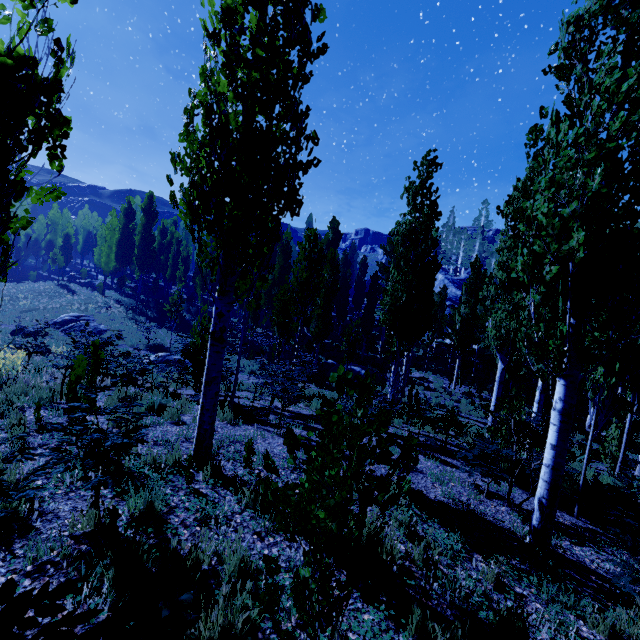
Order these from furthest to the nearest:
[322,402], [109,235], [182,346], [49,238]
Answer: [49,238] → [109,235] → [182,346] → [322,402]

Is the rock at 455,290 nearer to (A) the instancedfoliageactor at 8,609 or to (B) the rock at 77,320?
(A) the instancedfoliageactor at 8,609

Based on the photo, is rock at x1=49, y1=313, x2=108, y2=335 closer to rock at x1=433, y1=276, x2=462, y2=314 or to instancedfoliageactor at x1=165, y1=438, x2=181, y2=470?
instancedfoliageactor at x1=165, y1=438, x2=181, y2=470

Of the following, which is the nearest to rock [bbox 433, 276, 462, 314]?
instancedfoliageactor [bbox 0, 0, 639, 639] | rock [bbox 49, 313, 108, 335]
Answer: instancedfoliageactor [bbox 0, 0, 639, 639]

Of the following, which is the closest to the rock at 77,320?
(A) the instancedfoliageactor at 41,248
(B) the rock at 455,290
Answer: (A) the instancedfoliageactor at 41,248

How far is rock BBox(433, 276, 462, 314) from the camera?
46.03m

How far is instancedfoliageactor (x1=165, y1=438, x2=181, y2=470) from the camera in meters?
4.3

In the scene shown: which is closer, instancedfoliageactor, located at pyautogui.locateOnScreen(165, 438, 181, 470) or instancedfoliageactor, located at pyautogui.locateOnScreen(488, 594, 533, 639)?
instancedfoliageactor, located at pyautogui.locateOnScreen(488, 594, 533, 639)
